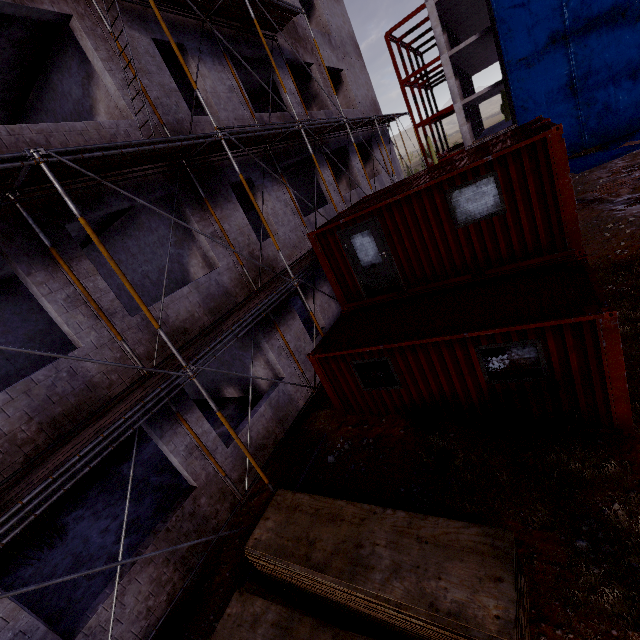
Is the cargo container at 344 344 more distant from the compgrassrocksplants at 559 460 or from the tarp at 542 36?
the tarp at 542 36

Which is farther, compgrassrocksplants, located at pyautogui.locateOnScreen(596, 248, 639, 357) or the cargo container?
compgrassrocksplants, located at pyautogui.locateOnScreen(596, 248, 639, 357)

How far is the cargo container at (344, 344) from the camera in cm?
565

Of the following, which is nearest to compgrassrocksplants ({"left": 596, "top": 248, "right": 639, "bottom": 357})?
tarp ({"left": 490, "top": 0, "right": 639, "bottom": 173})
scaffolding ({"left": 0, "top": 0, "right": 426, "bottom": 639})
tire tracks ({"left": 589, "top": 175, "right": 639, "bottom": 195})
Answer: tire tracks ({"left": 589, "top": 175, "right": 639, "bottom": 195})

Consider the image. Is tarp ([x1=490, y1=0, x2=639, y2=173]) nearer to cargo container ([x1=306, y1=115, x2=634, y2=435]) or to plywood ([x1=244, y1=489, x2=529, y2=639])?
cargo container ([x1=306, y1=115, x2=634, y2=435])

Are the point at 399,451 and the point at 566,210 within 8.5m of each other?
yes

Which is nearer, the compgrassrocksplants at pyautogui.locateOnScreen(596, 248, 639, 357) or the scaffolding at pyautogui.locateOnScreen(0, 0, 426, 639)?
the scaffolding at pyautogui.locateOnScreen(0, 0, 426, 639)

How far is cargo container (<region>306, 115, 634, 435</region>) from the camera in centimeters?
565cm
